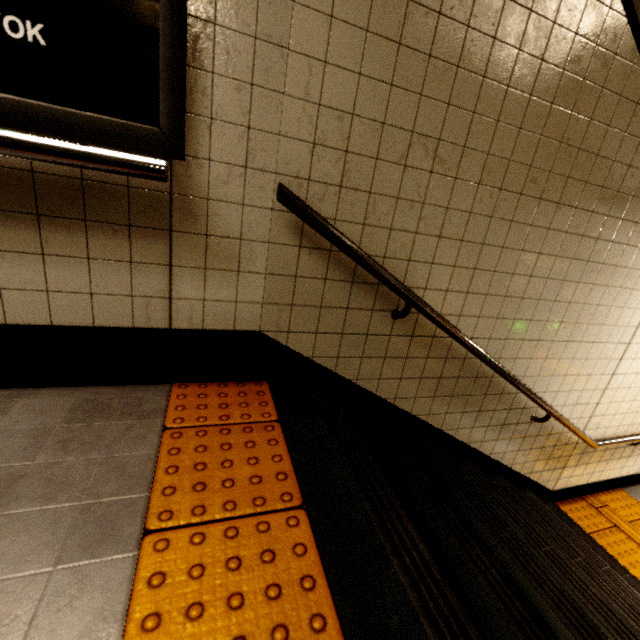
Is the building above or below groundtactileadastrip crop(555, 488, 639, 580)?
above

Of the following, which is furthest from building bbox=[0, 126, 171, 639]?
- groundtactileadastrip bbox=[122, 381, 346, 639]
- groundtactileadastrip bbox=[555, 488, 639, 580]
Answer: groundtactileadastrip bbox=[555, 488, 639, 580]

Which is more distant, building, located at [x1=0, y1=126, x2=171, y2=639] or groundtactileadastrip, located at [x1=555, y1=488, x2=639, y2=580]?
groundtactileadastrip, located at [x1=555, y1=488, x2=639, y2=580]

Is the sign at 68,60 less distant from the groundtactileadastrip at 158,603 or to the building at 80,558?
the building at 80,558

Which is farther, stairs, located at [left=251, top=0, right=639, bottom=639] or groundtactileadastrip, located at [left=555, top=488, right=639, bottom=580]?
groundtactileadastrip, located at [left=555, top=488, right=639, bottom=580]

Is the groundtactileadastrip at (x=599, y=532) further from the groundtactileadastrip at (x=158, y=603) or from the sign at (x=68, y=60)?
the sign at (x=68, y=60)

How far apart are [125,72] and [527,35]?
1.7 meters

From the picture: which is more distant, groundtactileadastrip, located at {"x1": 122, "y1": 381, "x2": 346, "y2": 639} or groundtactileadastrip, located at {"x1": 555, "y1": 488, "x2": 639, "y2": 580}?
groundtactileadastrip, located at {"x1": 555, "y1": 488, "x2": 639, "y2": 580}
